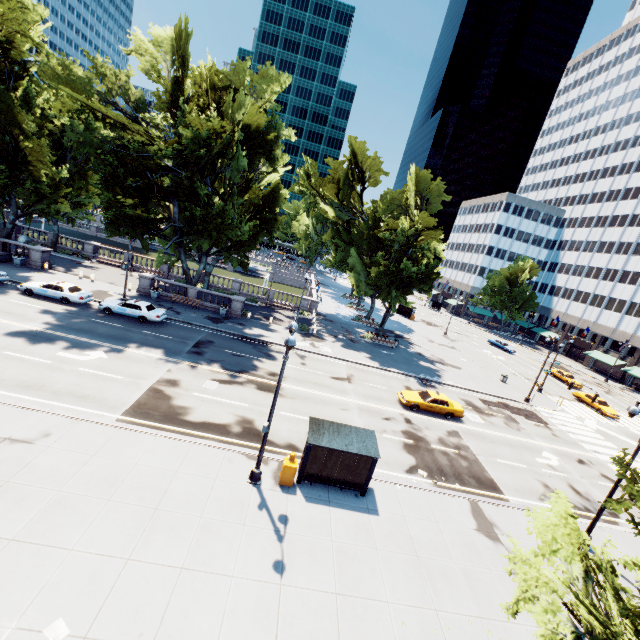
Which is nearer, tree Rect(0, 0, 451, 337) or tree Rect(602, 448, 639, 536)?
tree Rect(602, 448, 639, 536)

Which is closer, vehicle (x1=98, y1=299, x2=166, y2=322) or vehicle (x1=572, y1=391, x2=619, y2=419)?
vehicle (x1=98, y1=299, x2=166, y2=322)

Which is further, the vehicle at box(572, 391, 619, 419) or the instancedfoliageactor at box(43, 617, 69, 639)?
the vehicle at box(572, 391, 619, 419)

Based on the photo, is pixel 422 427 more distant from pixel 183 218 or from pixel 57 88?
pixel 57 88

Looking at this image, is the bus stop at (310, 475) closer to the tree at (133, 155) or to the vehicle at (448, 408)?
the tree at (133, 155)

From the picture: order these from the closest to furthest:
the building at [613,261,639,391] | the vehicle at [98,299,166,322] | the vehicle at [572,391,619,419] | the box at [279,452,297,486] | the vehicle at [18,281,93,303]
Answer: the box at [279,452,297,486] < the vehicle at [18,281,93,303] < the vehicle at [98,299,166,322] < the vehicle at [572,391,619,419] < the building at [613,261,639,391]

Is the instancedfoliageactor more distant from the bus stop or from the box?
the bus stop

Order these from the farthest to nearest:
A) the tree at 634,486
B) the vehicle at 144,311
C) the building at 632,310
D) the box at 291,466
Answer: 1. the building at 632,310
2. the vehicle at 144,311
3. the box at 291,466
4. the tree at 634,486
